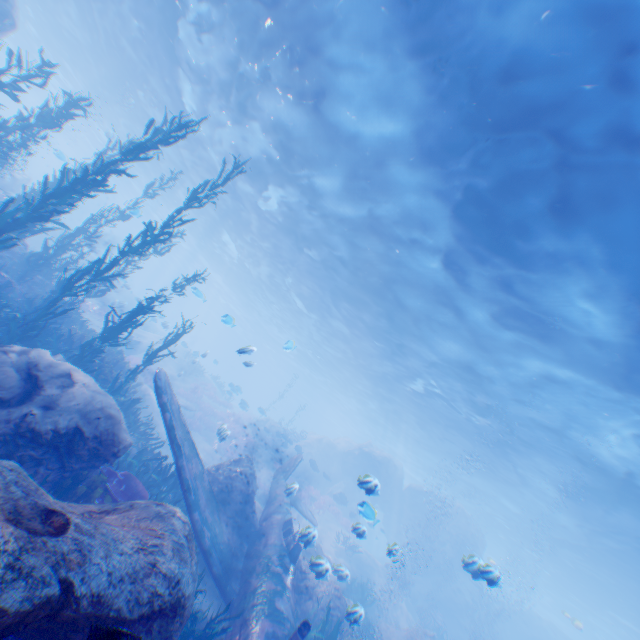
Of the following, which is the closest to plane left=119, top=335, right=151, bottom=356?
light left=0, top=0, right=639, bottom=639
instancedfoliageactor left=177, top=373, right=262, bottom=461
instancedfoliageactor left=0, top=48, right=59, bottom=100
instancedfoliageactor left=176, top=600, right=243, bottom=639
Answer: instancedfoliageactor left=0, top=48, right=59, bottom=100

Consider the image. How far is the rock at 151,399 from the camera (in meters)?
17.45

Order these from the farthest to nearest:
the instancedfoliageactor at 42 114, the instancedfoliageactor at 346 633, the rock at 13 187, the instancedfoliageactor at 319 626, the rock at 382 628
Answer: the rock at 13 187 < the rock at 382 628 < the instancedfoliageactor at 346 633 < the instancedfoliageactor at 42 114 < the instancedfoliageactor at 319 626

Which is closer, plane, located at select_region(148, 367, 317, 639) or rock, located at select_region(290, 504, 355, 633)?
plane, located at select_region(148, 367, 317, 639)

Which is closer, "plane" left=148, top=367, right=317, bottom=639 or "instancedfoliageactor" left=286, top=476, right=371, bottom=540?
"plane" left=148, top=367, right=317, bottom=639

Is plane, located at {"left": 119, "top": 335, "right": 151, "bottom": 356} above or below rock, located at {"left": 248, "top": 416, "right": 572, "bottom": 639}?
below

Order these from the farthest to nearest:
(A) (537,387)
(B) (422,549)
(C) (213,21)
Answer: (B) (422,549) → (A) (537,387) → (C) (213,21)

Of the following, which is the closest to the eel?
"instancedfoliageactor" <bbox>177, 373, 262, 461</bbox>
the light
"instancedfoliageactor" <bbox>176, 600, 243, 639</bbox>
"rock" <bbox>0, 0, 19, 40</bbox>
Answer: "rock" <bbox>0, 0, 19, 40</bbox>
